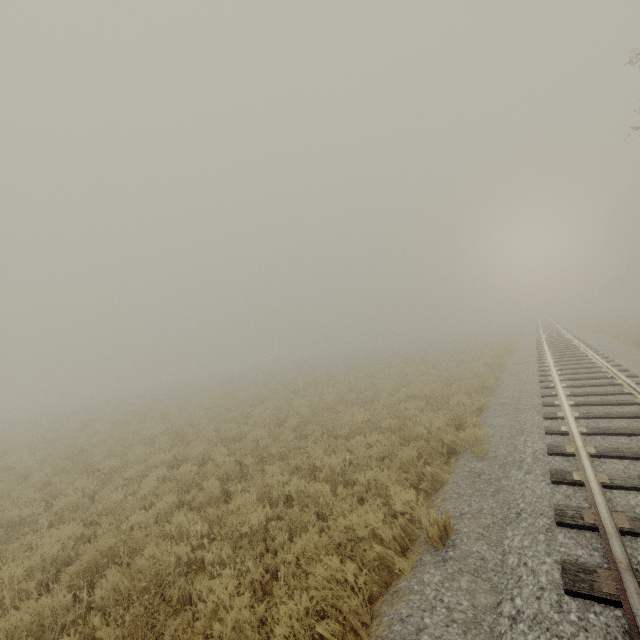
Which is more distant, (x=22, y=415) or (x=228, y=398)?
(x=22, y=415)
